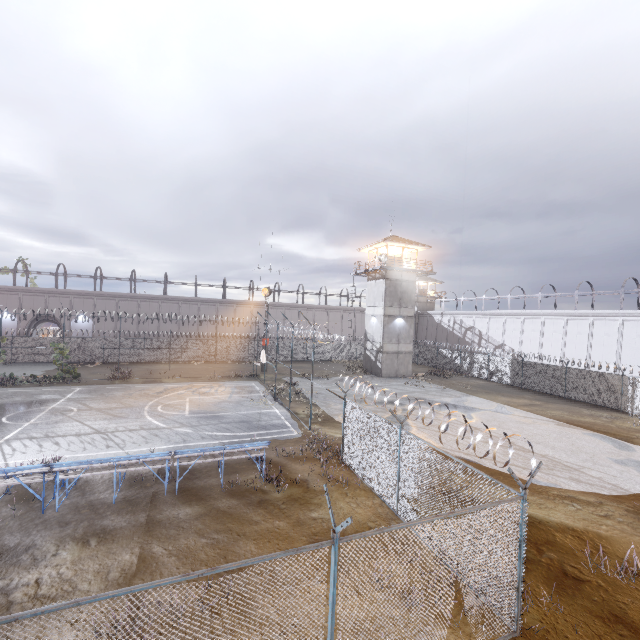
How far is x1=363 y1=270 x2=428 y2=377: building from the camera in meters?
35.0

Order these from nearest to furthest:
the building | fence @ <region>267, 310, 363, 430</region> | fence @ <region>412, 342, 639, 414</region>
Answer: fence @ <region>267, 310, 363, 430</region>, fence @ <region>412, 342, 639, 414</region>, the building

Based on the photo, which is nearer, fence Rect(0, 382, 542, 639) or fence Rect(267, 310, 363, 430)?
fence Rect(0, 382, 542, 639)

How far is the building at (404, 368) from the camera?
35.0 meters

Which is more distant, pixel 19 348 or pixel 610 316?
pixel 19 348

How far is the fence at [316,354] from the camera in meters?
17.4 m

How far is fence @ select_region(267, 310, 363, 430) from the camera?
17.39m
